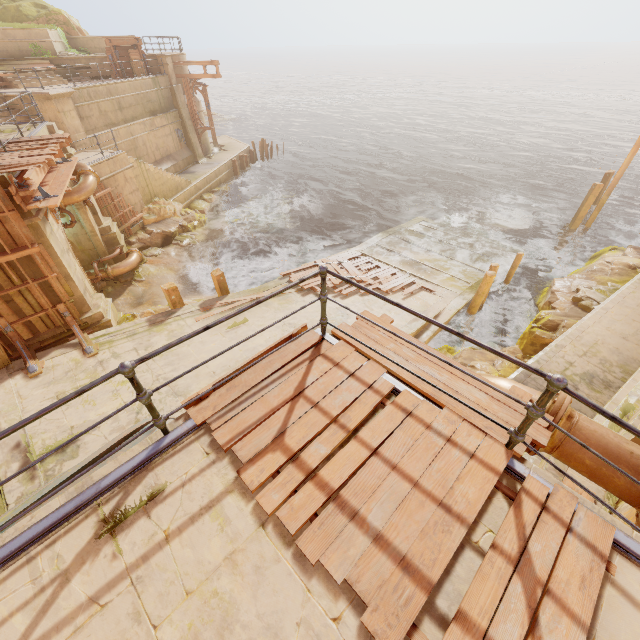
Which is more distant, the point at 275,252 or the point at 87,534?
the point at 275,252

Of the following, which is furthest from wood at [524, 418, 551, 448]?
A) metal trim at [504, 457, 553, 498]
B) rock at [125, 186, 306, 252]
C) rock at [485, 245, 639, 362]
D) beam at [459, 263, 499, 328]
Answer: rock at [125, 186, 306, 252]

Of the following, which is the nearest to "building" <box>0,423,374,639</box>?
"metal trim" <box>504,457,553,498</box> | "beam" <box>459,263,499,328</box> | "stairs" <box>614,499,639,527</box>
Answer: "metal trim" <box>504,457,553,498</box>

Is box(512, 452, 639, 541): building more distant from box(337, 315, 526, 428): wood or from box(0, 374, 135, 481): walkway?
box(337, 315, 526, 428): wood

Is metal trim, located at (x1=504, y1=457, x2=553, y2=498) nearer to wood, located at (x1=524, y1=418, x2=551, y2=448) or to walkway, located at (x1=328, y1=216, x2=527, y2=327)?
wood, located at (x1=524, y1=418, x2=551, y2=448)

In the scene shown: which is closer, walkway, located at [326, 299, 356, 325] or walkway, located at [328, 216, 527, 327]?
walkway, located at [326, 299, 356, 325]

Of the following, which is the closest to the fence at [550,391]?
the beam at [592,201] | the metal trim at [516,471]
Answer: the metal trim at [516,471]

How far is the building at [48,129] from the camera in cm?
1125
